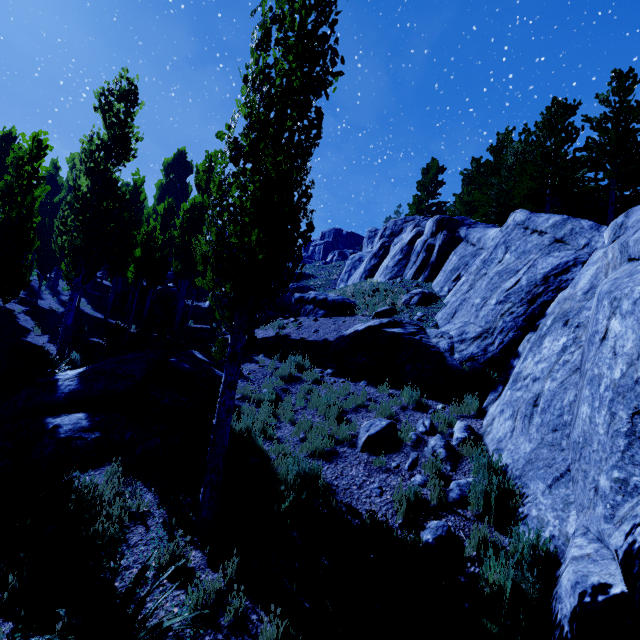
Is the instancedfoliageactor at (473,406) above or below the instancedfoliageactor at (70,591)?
above

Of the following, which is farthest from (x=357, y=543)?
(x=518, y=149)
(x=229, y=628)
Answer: (x=518, y=149)

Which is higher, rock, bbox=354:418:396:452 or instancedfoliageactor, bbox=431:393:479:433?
instancedfoliageactor, bbox=431:393:479:433

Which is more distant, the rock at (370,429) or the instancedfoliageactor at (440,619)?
the rock at (370,429)

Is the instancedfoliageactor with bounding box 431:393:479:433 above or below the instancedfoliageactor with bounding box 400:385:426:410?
above

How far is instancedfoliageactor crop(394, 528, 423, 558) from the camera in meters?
4.5 m

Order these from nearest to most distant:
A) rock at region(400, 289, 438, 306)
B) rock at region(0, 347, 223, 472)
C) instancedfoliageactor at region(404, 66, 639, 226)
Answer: rock at region(0, 347, 223, 472) < rock at region(400, 289, 438, 306) < instancedfoliageactor at region(404, 66, 639, 226)
